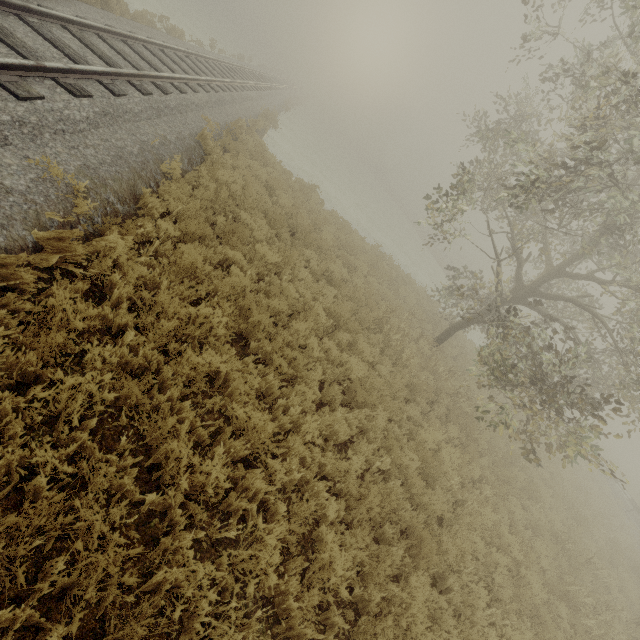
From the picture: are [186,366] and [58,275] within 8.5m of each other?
yes

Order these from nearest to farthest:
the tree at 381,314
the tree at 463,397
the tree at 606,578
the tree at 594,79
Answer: the tree at 594,79
the tree at 606,578
the tree at 381,314
the tree at 463,397

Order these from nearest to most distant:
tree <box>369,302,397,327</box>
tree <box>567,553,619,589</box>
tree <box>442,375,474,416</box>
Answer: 1. tree <box>567,553,619,589</box>
2. tree <box>369,302,397,327</box>
3. tree <box>442,375,474,416</box>

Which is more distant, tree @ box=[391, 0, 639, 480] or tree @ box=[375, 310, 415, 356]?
tree @ box=[375, 310, 415, 356]

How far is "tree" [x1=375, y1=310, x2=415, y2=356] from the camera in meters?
9.9

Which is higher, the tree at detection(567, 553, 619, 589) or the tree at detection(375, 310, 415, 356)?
the tree at detection(567, 553, 619, 589)

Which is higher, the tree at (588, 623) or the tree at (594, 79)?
the tree at (594, 79)
